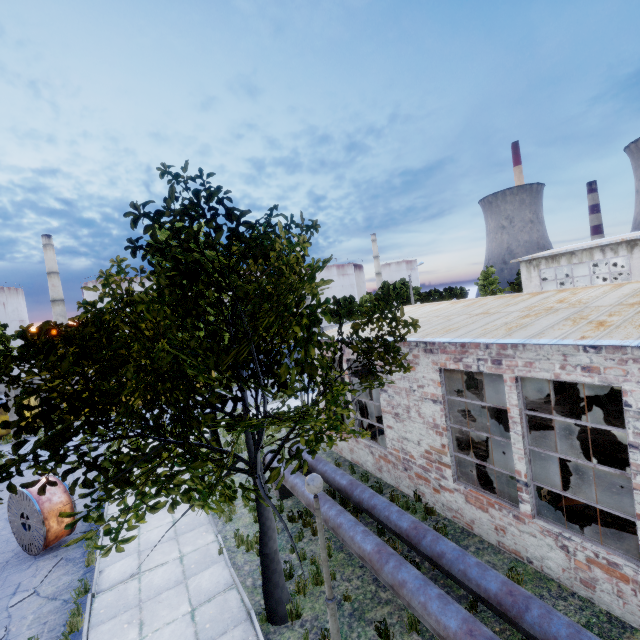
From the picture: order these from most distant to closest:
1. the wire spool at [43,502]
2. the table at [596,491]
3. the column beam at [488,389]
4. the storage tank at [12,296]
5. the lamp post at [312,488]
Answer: the storage tank at [12,296]
the column beam at [488,389]
the wire spool at [43,502]
the table at [596,491]
the lamp post at [312,488]

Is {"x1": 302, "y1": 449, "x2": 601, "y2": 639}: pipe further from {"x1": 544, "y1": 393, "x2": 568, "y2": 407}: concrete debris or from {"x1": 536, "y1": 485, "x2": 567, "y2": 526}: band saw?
{"x1": 544, "y1": 393, "x2": 568, "y2": 407}: concrete debris

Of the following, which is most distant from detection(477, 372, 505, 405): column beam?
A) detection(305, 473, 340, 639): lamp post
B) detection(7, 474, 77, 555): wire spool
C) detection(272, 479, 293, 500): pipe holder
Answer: detection(7, 474, 77, 555): wire spool

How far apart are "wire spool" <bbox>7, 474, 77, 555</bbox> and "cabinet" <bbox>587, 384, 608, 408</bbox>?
19.57m

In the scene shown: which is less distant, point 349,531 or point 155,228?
point 155,228

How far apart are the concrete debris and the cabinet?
0.02m

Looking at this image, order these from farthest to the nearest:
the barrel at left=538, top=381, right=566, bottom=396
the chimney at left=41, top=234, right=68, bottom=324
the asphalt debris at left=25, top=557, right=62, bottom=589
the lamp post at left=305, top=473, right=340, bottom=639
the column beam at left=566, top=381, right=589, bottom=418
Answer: the chimney at left=41, top=234, right=68, bottom=324 → the barrel at left=538, top=381, right=566, bottom=396 → the column beam at left=566, top=381, right=589, bottom=418 → the asphalt debris at left=25, top=557, right=62, bottom=589 → the lamp post at left=305, top=473, right=340, bottom=639

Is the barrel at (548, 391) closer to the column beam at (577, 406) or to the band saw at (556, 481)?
the column beam at (577, 406)
